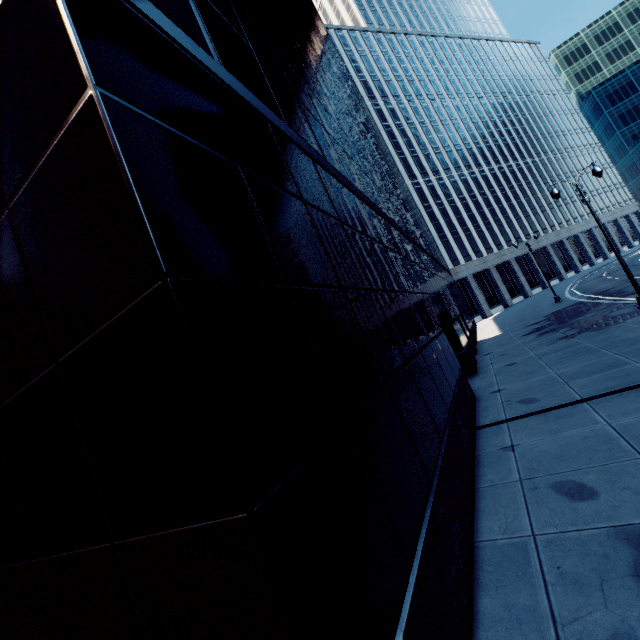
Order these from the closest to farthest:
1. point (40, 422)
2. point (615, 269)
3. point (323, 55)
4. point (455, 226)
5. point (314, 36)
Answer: point (40, 422), point (323, 55), point (314, 36), point (615, 269), point (455, 226)
